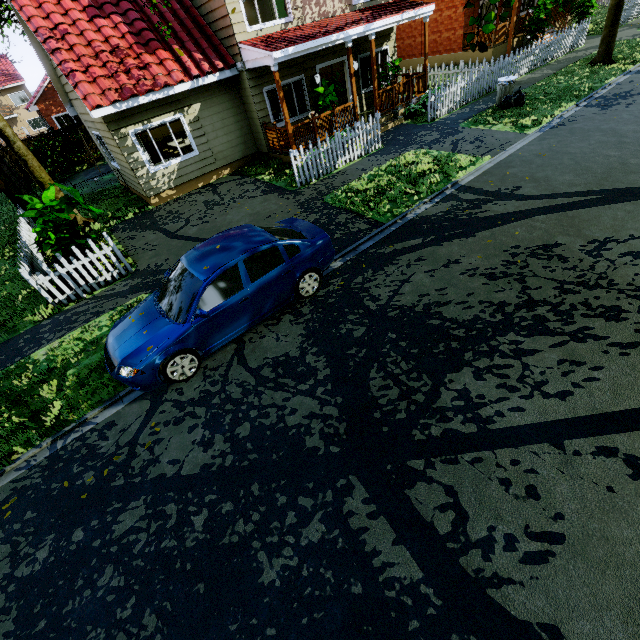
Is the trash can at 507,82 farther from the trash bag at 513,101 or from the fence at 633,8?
the fence at 633,8

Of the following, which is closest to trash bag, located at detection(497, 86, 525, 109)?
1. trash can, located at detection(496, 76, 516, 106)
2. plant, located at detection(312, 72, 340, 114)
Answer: trash can, located at detection(496, 76, 516, 106)

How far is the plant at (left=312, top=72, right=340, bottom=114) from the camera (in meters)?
11.91

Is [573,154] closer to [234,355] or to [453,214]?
[453,214]

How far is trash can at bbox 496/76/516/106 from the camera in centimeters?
1222cm

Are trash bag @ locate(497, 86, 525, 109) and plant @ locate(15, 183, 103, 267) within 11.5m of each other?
no

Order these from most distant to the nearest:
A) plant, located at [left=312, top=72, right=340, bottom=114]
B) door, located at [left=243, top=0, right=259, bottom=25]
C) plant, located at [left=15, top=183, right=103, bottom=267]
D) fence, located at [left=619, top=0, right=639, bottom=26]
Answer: fence, located at [left=619, top=0, right=639, bottom=26] → door, located at [left=243, top=0, right=259, bottom=25] → plant, located at [left=312, top=72, right=340, bottom=114] → plant, located at [left=15, top=183, right=103, bottom=267]

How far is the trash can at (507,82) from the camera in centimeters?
1222cm
